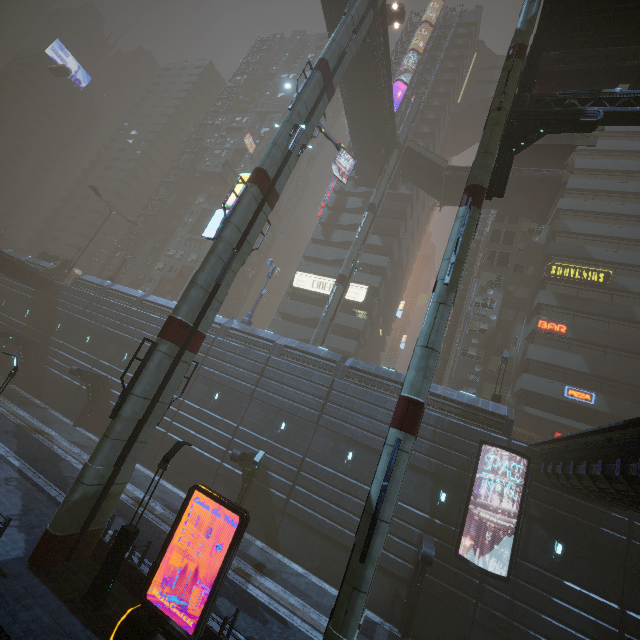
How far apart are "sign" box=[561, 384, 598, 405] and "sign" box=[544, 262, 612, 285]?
10.4m

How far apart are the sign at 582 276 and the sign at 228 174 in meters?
48.3 m

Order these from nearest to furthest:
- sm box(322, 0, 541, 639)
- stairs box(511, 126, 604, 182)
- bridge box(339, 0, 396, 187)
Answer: sm box(322, 0, 541, 639) → stairs box(511, 126, 604, 182) → bridge box(339, 0, 396, 187)

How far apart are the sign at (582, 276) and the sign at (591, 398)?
10.4 meters

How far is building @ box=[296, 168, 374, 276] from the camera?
43.8 meters

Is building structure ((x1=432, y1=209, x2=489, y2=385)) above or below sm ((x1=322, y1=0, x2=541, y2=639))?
above

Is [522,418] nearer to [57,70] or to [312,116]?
[312,116]
